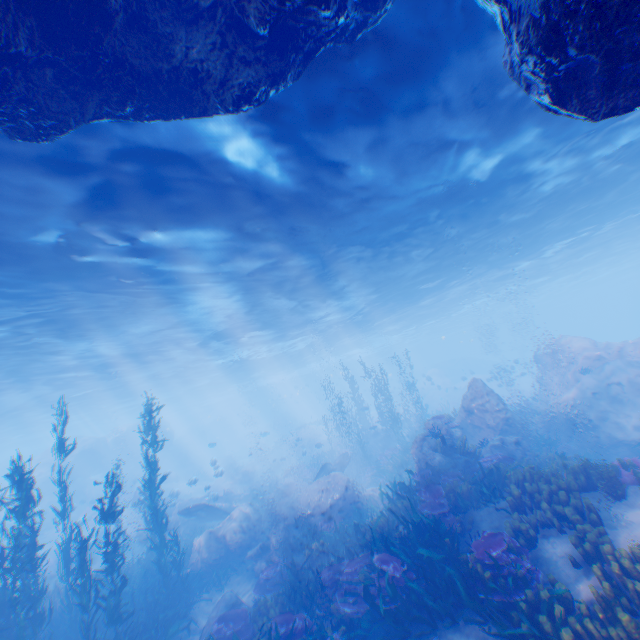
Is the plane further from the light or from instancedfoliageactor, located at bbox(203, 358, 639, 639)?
the light

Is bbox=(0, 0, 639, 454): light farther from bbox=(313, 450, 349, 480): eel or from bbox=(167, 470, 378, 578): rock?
bbox=(313, 450, 349, 480): eel

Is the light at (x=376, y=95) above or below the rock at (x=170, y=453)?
above

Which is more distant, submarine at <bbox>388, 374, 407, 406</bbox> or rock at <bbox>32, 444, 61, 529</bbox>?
submarine at <bbox>388, 374, 407, 406</bbox>

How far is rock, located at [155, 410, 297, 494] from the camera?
30.6 meters

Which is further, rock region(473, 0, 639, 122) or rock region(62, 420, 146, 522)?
rock region(62, 420, 146, 522)

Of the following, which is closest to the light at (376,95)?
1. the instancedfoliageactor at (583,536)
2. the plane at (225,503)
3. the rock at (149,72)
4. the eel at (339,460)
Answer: the rock at (149,72)

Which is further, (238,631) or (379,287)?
(379,287)
